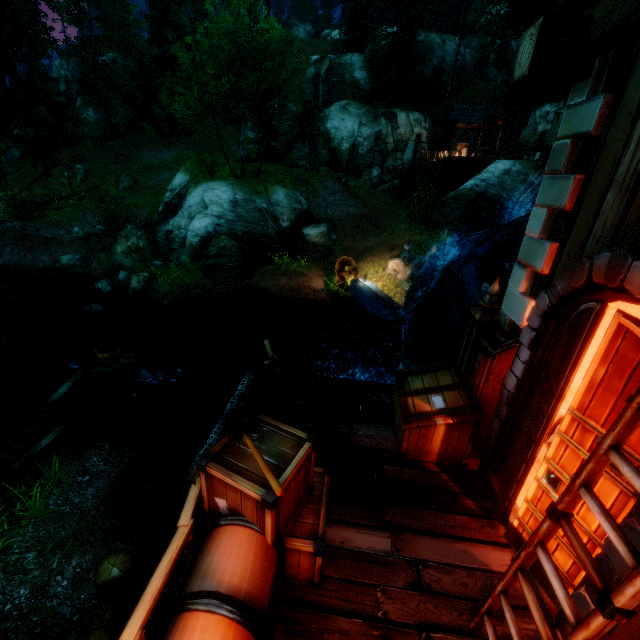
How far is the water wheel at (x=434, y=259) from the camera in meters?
6.1 m

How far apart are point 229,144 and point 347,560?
43.70m

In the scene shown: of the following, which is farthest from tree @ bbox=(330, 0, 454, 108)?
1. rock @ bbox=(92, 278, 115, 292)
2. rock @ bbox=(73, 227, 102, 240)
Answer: rock @ bbox=(92, 278, 115, 292)

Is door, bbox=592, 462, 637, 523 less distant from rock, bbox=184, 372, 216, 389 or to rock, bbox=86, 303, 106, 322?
rock, bbox=184, 372, 216, 389

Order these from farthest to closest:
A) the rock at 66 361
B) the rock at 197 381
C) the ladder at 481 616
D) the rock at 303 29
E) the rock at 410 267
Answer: the rock at 303 29
the rock at 410 267
the rock at 197 381
the rock at 66 361
the ladder at 481 616

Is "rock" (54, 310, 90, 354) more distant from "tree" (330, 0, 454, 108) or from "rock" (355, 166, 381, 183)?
"rock" (355, 166, 381, 183)

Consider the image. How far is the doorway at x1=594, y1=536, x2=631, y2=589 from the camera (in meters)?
2.33

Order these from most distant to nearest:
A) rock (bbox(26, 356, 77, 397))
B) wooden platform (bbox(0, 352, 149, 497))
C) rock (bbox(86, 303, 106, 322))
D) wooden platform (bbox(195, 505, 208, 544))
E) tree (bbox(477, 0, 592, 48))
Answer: tree (bbox(477, 0, 592, 48)) → rock (bbox(86, 303, 106, 322)) → rock (bbox(26, 356, 77, 397)) → wooden platform (bbox(0, 352, 149, 497)) → wooden platform (bbox(195, 505, 208, 544))
